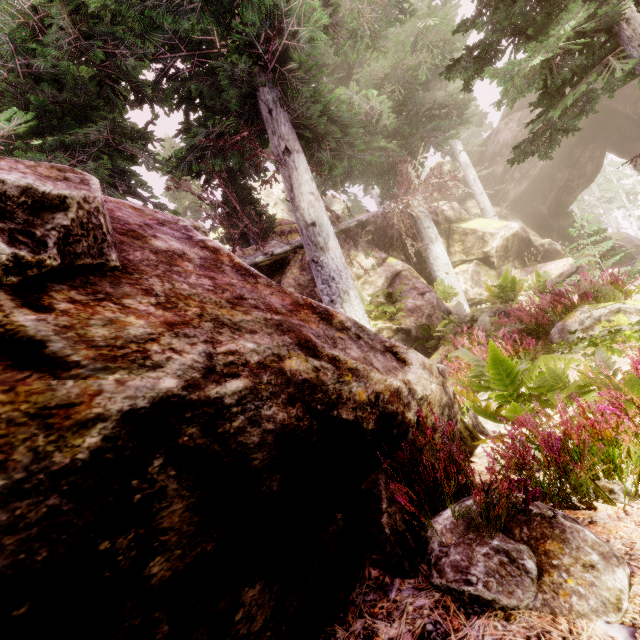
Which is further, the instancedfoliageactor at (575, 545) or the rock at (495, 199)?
the rock at (495, 199)

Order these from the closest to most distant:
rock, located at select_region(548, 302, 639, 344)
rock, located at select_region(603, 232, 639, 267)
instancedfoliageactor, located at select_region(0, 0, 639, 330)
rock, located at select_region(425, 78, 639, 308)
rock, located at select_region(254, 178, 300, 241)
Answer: instancedfoliageactor, located at select_region(0, 0, 639, 330)
rock, located at select_region(548, 302, 639, 344)
rock, located at select_region(425, 78, 639, 308)
rock, located at select_region(254, 178, 300, 241)
rock, located at select_region(603, 232, 639, 267)

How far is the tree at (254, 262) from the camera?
9.2 meters

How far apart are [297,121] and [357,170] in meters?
4.3

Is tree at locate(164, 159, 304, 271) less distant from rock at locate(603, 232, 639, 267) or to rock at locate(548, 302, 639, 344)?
rock at locate(603, 232, 639, 267)

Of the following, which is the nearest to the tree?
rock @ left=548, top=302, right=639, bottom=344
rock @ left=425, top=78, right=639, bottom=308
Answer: rock @ left=425, top=78, right=639, bottom=308
